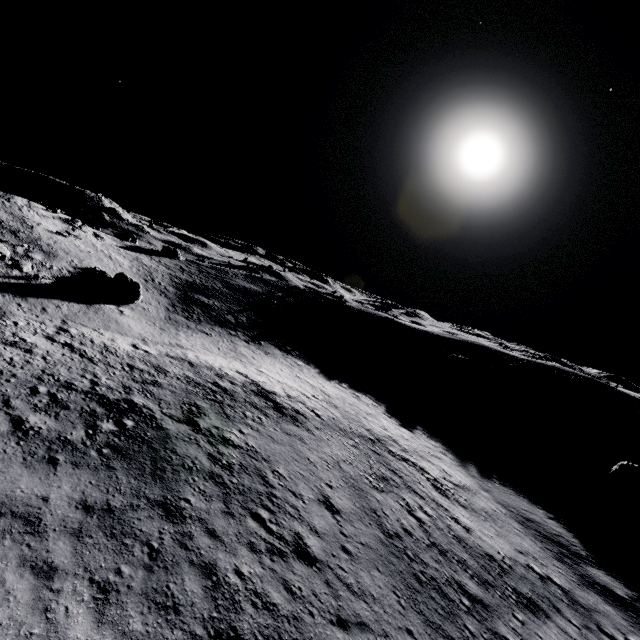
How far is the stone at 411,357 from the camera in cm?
4538

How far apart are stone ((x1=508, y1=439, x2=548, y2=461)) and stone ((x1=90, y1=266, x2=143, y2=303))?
38.7 meters

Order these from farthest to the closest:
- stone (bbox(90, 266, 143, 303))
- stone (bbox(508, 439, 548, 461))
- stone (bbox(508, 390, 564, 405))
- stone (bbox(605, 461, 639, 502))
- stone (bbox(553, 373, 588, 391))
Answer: stone (bbox(553, 373, 588, 391)) < stone (bbox(508, 390, 564, 405)) < stone (bbox(90, 266, 143, 303)) < stone (bbox(508, 439, 548, 461)) < stone (bbox(605, 461, 639, 502))

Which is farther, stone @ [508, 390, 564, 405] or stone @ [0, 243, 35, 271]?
stone @ [508, 390, 564, 405]

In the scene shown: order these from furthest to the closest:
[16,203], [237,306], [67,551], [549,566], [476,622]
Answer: [237,306] < [16,203] < [549,566] < [476,622] < [67,551]

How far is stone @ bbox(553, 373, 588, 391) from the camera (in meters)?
45.22

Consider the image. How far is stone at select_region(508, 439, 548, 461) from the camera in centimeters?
2864cm

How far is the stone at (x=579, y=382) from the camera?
45.22m
